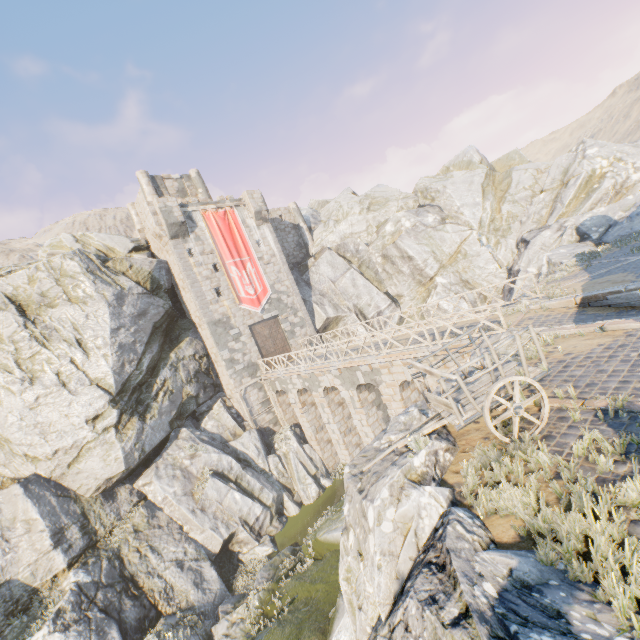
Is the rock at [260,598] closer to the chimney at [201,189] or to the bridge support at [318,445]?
the bridge support at [318,445]

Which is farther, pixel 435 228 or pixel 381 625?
pixel 435 228

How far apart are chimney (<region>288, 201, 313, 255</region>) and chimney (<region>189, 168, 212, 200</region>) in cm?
734

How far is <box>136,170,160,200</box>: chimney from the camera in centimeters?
2752cm

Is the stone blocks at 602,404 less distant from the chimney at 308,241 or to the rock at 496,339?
the rock at 496,339

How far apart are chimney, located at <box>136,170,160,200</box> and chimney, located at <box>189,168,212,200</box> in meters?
3.2

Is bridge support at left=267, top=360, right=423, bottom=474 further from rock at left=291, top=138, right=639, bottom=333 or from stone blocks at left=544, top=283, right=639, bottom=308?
stone blocks at left=544, top=283, right=639, bottom=308

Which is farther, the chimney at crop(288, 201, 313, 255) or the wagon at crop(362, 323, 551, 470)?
the chimney at crop(288, 201, 313, 255)
